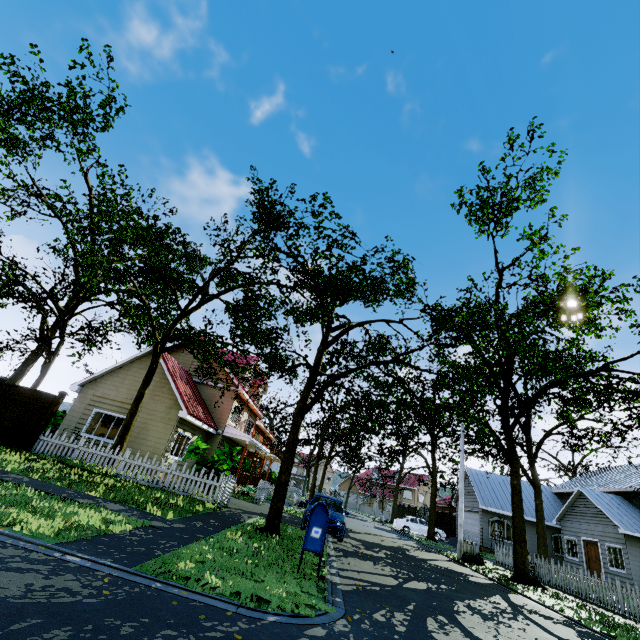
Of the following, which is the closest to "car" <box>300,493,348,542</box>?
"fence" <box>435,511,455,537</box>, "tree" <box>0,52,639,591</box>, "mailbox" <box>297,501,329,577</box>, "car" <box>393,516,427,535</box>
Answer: "tree" <box>0,52,639,591</box>

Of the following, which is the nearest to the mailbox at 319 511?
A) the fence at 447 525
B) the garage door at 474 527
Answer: the garage door at 474 527

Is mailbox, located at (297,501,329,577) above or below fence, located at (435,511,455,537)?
below

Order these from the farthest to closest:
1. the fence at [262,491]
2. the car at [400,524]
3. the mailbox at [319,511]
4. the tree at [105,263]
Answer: the car at [400,524]
the fence at [262,491]
the tree at [105,263]
the mailbox at [319,511]

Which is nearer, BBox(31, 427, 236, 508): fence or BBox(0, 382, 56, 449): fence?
BBox(31, 427, 236, 508): fence

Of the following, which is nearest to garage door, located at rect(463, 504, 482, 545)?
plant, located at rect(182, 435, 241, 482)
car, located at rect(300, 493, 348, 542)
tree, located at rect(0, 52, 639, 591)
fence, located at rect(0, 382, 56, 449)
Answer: tree, located at rect(0, 52, 639, 591)

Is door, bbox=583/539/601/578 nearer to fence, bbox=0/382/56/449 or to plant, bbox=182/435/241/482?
fence, bbox=0/382/56/449

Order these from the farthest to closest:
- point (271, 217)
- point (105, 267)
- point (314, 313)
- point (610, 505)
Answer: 1. point (610, 505)
2. point (314, 313)
3. point (271, 217)
4. point (105, 267)
